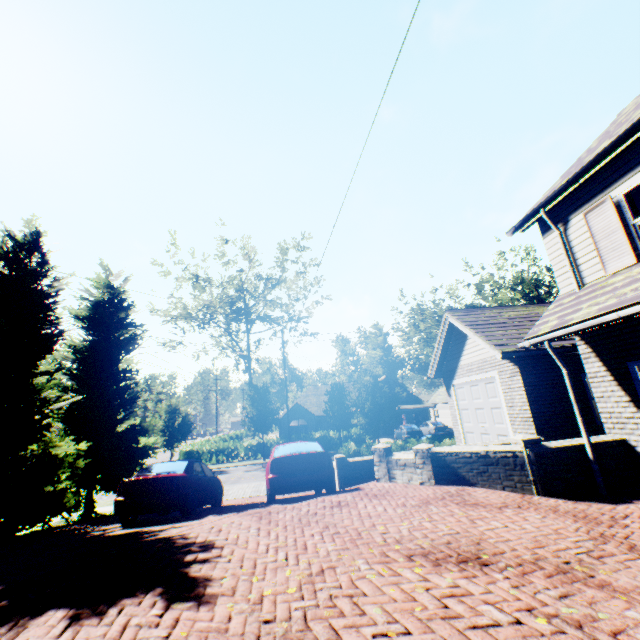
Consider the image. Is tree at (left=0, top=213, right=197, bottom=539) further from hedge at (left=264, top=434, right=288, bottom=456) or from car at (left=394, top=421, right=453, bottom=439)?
car at (left=394, top=421, right=453, bottom=439)

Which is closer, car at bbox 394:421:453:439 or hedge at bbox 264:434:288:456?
car at bbox 394:421:453:439

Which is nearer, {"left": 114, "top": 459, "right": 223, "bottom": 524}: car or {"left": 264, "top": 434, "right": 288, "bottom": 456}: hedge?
{"left": 114, "top": 459, "right": 223, "bottom": 524}: car

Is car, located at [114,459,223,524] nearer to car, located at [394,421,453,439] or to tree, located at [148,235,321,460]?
tree, located at [148,235,321,460]

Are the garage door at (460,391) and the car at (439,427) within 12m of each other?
no

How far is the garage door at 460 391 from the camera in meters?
11.4 m

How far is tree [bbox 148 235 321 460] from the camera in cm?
2938

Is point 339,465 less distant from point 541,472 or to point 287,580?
point 541,472
